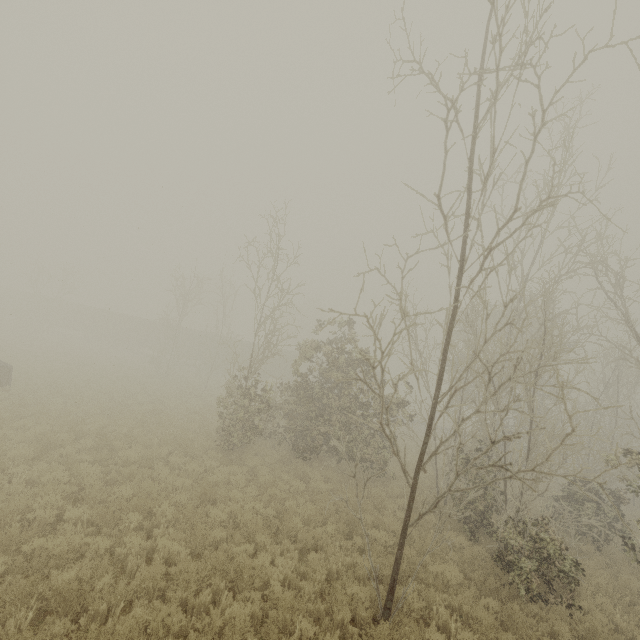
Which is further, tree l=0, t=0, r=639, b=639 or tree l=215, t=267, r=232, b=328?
tree l=215, t=267, r=232, b=328

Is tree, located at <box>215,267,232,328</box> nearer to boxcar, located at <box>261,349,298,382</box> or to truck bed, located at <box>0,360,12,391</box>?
boxcar, located at <box>261,349,298,382</box>

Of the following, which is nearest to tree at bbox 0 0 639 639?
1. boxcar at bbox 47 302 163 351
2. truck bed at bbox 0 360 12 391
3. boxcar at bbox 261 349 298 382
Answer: boxcar at bbox 261 349 298 382

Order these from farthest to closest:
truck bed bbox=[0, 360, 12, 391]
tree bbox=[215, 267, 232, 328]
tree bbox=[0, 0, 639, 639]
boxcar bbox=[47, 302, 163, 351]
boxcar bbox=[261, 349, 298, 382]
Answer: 1. boxcar bbox=[47, 302, 163, 351]
2. boxcar bbox=[261, 349, 298, 382]
3. tree bbox=[215, 267, 232, 328]
4. truck bed bbox=[0, 360, 12, 391]
5. tree bbox=[0, 0, 639, 639]

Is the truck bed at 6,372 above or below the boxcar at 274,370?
below

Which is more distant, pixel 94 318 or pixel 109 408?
pixel 94 318

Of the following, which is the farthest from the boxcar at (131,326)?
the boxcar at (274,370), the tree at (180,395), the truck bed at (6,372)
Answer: the truck bed at (6,372)

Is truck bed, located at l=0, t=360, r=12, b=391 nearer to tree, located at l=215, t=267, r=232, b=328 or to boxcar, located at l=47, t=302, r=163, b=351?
tree, located at l=215, t=267, r=232, b=328
